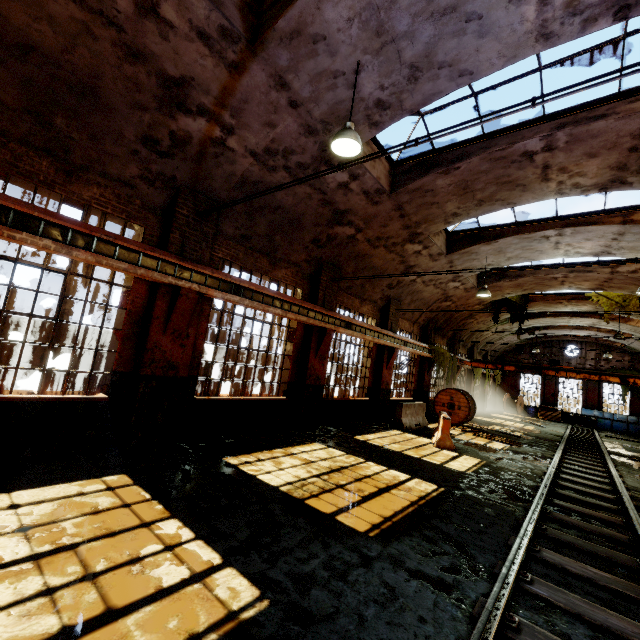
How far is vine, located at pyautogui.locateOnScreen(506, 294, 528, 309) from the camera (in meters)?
19.45

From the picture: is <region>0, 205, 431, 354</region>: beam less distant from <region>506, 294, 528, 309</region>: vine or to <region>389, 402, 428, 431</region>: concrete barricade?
<region>389, 402, 428, 431</region>: concrete barricade

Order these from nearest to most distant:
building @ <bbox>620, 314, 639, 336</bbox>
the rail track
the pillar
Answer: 1. the rail track
2. building @ <bbox>620, 314, 639, 336</bbox>
3. the pillar

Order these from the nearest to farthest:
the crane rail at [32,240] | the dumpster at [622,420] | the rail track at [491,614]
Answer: the rail track at [491,614] → the crane rail at [32,240] → the dumpster at [622,420]

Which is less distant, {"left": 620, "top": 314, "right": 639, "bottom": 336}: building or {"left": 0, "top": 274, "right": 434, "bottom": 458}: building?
{"left": 0, "top": 274, "right": 434, "bottom": 458}: building

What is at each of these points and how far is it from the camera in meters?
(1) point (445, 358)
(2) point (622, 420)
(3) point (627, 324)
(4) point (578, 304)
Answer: (1) vine, 19.0 m
(2) dumpster, 26.2 m
(3) building, 20.3 m
(4) building, 18.8 m

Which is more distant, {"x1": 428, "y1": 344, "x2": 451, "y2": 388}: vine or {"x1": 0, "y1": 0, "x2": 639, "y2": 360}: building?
{"x1": 428, "y1": 344, "x2": 451, "y2": 388}: vine

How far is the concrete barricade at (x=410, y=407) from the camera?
13.0 meters
